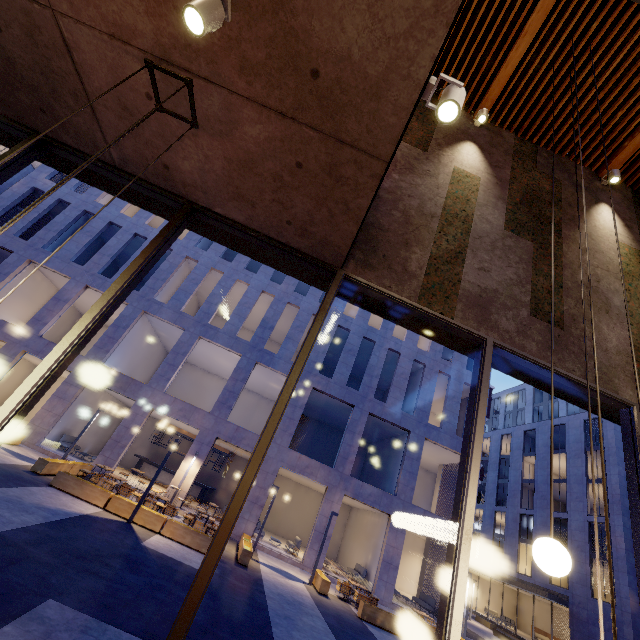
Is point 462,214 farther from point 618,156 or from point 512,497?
point 512,497

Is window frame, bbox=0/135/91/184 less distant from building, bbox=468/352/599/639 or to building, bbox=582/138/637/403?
building, bbox=582/138/637/403

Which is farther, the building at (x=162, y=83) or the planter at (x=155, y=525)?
the planter at (x=155, y=525)

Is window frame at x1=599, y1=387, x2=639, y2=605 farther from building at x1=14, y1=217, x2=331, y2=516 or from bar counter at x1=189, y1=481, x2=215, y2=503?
bar counter at x1=189, y1=481, x2=215, y2=503

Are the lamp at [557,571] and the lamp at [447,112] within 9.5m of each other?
yes

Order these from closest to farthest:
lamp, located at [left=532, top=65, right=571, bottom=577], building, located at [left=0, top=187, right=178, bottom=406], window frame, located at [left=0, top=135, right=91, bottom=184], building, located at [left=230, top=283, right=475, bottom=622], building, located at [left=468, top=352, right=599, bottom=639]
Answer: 1. lamp, located at [left=532, top=65, right=571, bottom=577]
2. window frame, located at [left=0, top=135, right=91, bottom=184]
3. building, located at [left=230, top=283, right=475, bottom=622]
4. building, located at [left=0, top=187, right=178, bottom=406]
5. building, located at [left=468, top=352, right=599, bottom=639]

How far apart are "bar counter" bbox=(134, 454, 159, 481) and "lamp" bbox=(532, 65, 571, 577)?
24.3m
